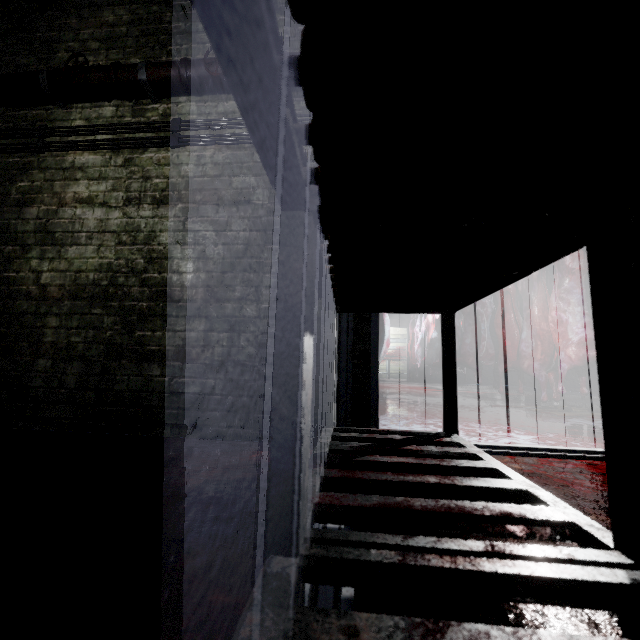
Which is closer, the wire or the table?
the table

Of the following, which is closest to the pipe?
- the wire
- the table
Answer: the wire

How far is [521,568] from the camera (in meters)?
0.46

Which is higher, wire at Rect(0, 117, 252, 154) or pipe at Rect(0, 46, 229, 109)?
pipe at Rect(0, 46, 229, 109)

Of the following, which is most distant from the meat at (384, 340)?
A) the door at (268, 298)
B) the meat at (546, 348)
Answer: the meat at (546, 348)

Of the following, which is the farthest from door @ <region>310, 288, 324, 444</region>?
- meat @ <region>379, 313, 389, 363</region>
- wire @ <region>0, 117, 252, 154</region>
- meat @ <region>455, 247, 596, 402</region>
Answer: meat @ <region>455, 247, 596, 402</region>

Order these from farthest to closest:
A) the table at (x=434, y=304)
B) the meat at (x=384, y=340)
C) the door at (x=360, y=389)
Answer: the meat at (x=384, y=340), the door at (x=360, y=389), the table at (x=434, y=304)

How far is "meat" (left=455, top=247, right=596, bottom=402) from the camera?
3.2m
